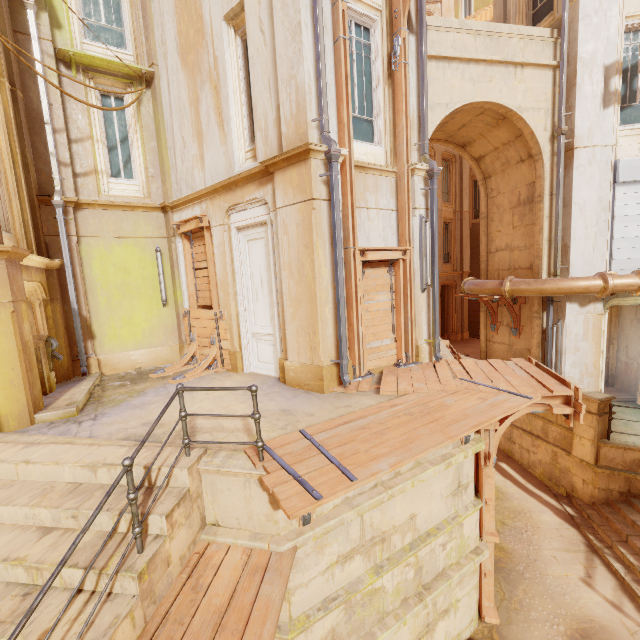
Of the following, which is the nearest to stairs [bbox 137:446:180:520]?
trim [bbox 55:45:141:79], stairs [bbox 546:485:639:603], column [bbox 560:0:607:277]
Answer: stairs [bbox 546:485:639:603]

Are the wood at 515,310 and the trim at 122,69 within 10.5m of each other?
no

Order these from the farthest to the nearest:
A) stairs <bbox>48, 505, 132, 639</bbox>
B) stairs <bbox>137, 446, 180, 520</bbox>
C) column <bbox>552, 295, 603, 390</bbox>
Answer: column <bbox>552, 295, 603, 390</bbox>, stairs <bbox>137, 446, 180, 520</bbox>, stairs <bbox>48, 505, 132, 639</bbox>

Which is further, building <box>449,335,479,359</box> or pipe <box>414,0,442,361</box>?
building <box>449,335,479,359</box>

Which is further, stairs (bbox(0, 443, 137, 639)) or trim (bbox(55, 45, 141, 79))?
trim (bbox(55, 45, 141, 79))

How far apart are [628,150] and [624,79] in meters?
2.1

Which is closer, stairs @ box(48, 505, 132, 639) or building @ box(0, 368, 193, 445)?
stairs @ box(48, 505, 132, 639)

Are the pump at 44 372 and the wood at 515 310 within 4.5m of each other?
no
